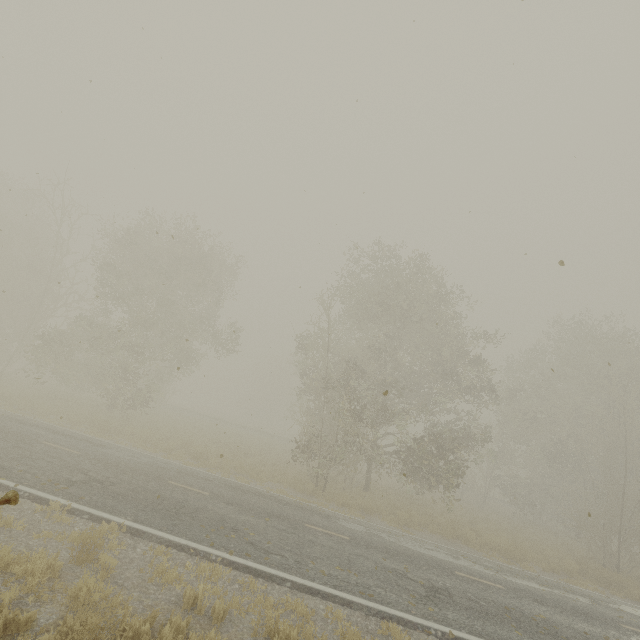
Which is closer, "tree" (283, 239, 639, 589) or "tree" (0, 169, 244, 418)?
"tree" (283, 239, 639, 589)

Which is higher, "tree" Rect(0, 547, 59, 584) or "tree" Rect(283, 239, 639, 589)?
"tree" Rect(283, 239, 639, 589)

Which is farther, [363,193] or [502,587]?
[502,587]

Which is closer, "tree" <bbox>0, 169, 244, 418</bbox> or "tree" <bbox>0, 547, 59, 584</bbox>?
"tree" <bbox>0, 547, 59, 584</bbox>

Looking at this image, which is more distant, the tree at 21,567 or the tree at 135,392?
the tree at 135,392

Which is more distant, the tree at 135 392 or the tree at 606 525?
the tree at 135 392

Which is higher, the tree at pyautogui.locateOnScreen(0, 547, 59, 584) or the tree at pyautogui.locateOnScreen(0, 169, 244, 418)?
the tree at pyautogui.locateOnScreen(0, 169, 244, 418)

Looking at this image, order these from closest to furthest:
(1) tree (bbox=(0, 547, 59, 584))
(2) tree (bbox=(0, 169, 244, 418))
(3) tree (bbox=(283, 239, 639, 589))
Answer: (1) tree (bbox=(0, 547, 59, 584)) < (3) tree (bbox=(283, 239, 639, 589)) < (2) tree (bbox=(0, 169, 244, 418))
